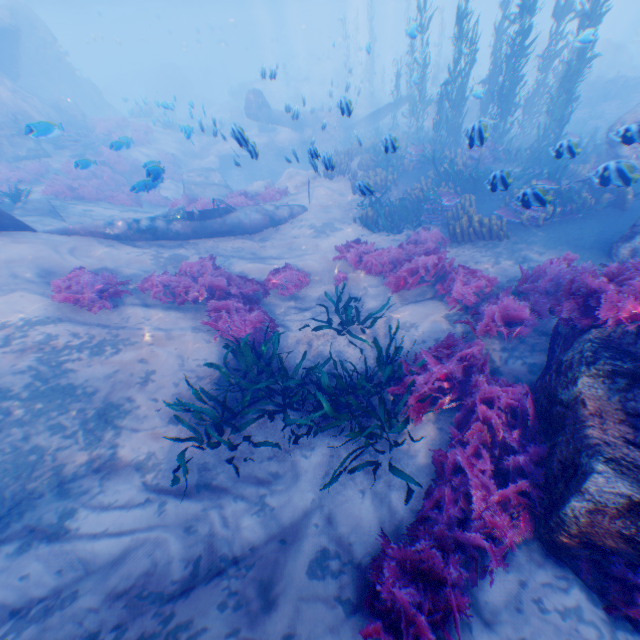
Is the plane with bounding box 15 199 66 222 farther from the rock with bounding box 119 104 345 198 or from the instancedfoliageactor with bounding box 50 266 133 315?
the instancedfoliageactor with bounding box 50 266 133 315

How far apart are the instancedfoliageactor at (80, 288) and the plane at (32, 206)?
3.38m

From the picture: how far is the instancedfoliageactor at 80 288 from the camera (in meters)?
7.06

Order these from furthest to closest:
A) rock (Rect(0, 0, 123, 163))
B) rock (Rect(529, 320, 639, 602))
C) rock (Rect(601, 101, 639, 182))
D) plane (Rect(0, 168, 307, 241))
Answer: rock (Rect(0, 0, 123, 163)) → plane (Rect(0, 168, 307, 241)) → rock (Rect(601, 101, 639, 182)) → rock (Rect(529, 320, 639, 602))

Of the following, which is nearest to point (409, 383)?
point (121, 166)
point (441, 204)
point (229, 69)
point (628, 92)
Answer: point (441, 204)

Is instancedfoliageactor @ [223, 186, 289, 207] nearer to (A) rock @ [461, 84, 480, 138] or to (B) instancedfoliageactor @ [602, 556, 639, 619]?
(A) rock @ [461, 84, 480, 138]

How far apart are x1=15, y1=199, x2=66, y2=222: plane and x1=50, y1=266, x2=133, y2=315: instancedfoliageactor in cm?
338

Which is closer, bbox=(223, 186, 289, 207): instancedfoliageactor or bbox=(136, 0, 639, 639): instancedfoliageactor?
bbox=(136, 0, 639, 639): instancedfoliageactor
